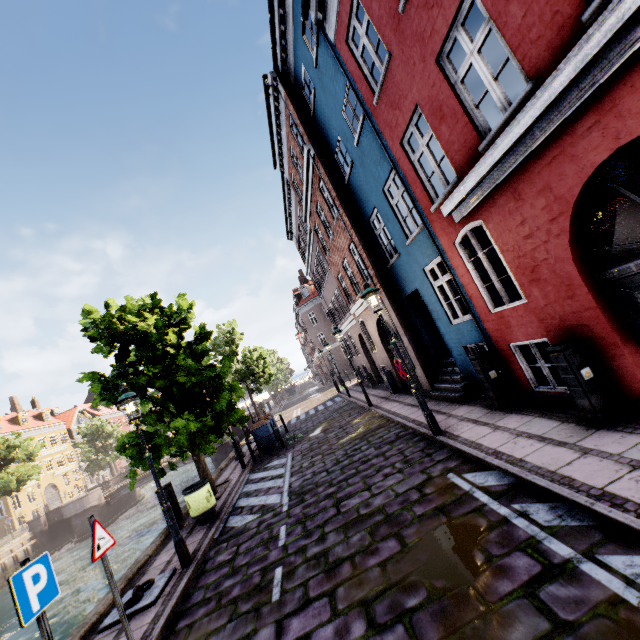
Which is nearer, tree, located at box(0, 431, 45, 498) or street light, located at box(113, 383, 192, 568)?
street light, located at box(113, 383, 192, 568)

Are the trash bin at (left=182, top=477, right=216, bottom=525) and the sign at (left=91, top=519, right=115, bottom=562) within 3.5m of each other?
no

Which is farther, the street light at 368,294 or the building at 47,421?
the building at 47,421

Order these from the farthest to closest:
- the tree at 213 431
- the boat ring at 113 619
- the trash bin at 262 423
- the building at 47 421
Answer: the building at 47 421, the trash bin at 262 423, the tree at 213 431, the boat ring at 113 619

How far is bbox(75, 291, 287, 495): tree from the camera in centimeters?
994cm

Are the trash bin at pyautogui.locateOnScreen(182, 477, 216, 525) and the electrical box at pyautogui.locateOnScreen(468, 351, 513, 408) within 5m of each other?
no

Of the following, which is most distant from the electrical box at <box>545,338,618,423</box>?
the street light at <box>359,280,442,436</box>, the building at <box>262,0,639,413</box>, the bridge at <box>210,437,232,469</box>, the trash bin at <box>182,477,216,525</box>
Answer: the bridge at <box>210,437,232,469</box>

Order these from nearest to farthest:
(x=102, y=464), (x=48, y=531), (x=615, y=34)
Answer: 1. (x=615, y=34)
2. (x=48, y=531)
3. (x=102, y=464)
